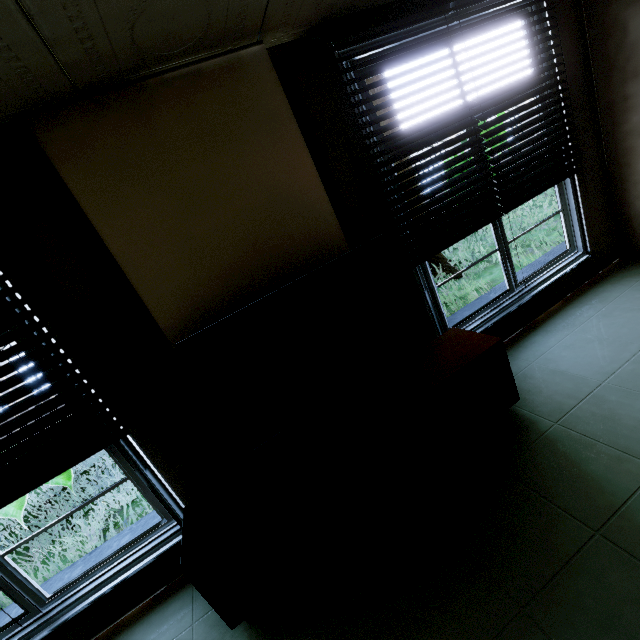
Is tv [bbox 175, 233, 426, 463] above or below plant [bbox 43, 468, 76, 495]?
above

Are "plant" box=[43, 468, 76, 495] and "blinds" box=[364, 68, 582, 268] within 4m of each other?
no

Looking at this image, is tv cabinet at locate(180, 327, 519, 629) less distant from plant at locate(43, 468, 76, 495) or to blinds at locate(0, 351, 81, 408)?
blinds at locate(0, 351, 81, 408)

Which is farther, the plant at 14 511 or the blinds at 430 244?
the plant at 14 511

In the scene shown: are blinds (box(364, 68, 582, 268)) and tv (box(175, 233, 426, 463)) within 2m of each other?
yes

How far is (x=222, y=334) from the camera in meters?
1.7 m

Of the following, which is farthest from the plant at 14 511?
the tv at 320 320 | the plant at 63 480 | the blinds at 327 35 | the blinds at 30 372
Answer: the blinds at 327 35

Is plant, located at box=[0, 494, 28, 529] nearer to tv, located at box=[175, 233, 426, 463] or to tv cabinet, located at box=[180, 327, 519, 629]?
tv cabinet, located at box=[180, 327, 519, 629]
